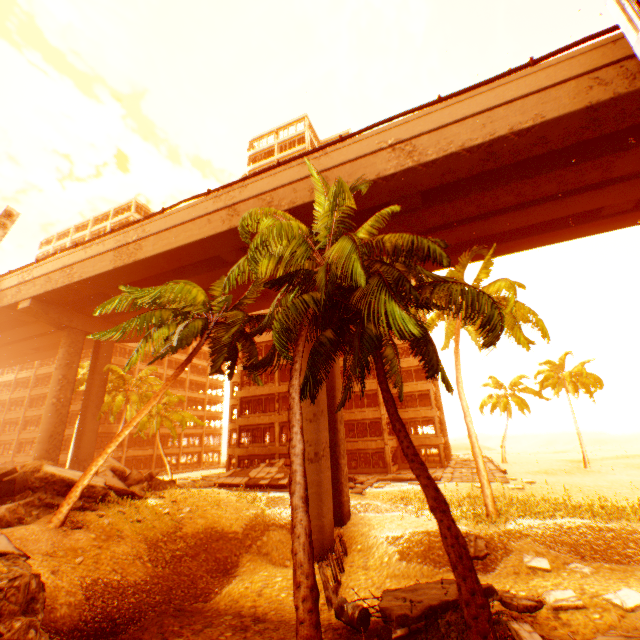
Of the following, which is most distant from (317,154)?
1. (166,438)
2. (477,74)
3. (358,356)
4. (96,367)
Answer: (166,438)

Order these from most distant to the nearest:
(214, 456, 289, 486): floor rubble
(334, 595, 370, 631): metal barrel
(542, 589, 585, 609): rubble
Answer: (214, 456, 289, 486): floor rubble, (542, 589, 585, 609): rubble, (334, 595, 370, 631): metal barrel

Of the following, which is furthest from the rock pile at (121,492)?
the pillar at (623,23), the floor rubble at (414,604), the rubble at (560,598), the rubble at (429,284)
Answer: the pillar at (623,23)

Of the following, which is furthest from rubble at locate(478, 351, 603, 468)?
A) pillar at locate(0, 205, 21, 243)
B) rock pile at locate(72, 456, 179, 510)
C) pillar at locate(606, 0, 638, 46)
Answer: pillar at locate(606, 0, 638, 46)

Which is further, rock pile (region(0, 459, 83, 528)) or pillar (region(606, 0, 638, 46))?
rock pile (region(0, 459, 83, 528))

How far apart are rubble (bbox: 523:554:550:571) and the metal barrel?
7.6 meters

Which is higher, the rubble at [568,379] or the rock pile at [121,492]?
the rubble at [568,379]

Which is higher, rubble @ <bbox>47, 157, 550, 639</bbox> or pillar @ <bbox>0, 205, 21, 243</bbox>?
pillar @ <bbox>0, 205, 21, 243</bbox>
